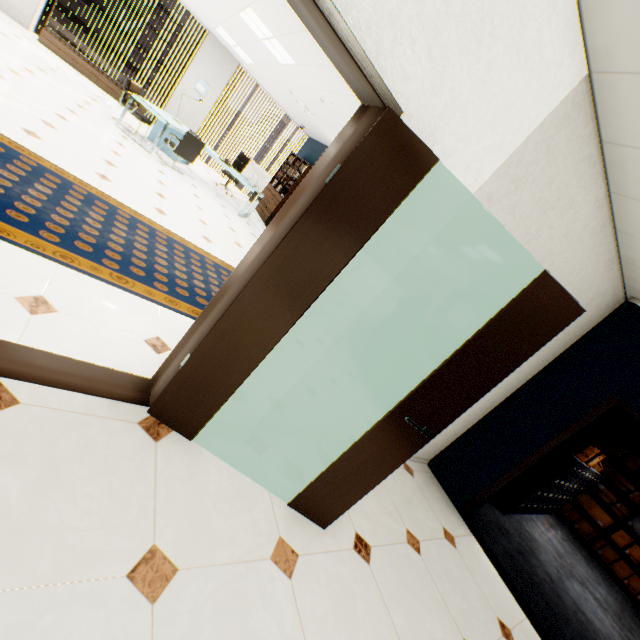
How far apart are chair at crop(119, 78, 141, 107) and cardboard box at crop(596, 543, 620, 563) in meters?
12.4

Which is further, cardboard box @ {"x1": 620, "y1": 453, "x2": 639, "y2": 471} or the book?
the book

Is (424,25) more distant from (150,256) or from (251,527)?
(150,256)

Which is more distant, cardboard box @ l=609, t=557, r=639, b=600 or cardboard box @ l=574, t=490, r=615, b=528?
cardboard box @ l=574, t=490, r=615, b=528

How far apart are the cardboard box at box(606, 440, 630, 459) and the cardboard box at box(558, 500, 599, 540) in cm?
139

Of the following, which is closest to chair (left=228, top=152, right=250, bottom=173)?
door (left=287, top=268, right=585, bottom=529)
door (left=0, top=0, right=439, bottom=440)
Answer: door (left=0, top=0, right=439, bottom=440)

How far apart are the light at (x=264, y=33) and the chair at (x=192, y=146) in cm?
222

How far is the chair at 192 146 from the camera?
6.79m
